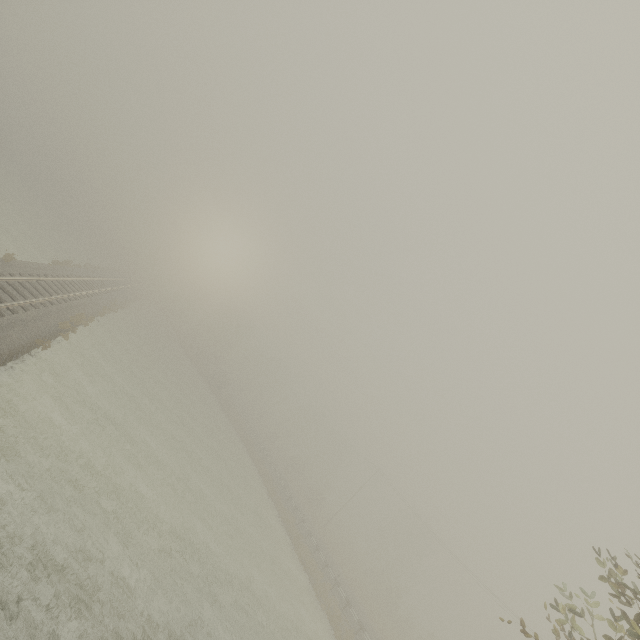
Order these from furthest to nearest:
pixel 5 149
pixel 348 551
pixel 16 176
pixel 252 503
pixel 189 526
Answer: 1. pixel 5 149
2. pixel 348 551
3. pixel 16 176
4. pixel 252 503
5. pixel 189 526
